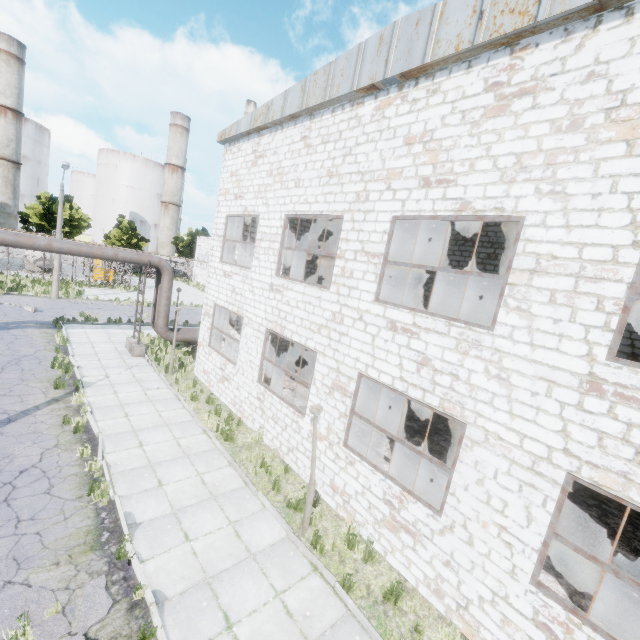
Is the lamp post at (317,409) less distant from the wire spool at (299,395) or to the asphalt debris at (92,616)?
the asphalt debris at (92,616)

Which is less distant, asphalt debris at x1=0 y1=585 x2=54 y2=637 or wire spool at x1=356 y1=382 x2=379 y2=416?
asphalt debris at x1=0 y1=585 x2=54 y2=637

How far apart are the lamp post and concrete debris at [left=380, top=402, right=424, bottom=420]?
7.9m

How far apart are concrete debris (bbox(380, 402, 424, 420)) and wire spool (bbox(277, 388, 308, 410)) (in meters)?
4.35

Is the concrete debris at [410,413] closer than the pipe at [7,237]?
No

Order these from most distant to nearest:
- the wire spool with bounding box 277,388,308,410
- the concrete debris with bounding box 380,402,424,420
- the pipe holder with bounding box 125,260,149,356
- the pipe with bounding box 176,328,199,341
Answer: the pipe with bounding box 176,328,199,341 → the pipe holder with bounding box 125,260,149,356 → the concrete debris with bounding box 380,402,424,420 → the wire spool with bounding box 277,388,308,410

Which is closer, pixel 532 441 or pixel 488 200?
pixel 532 441

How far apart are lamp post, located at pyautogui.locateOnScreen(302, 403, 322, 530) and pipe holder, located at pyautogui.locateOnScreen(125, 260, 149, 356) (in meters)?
13.12
